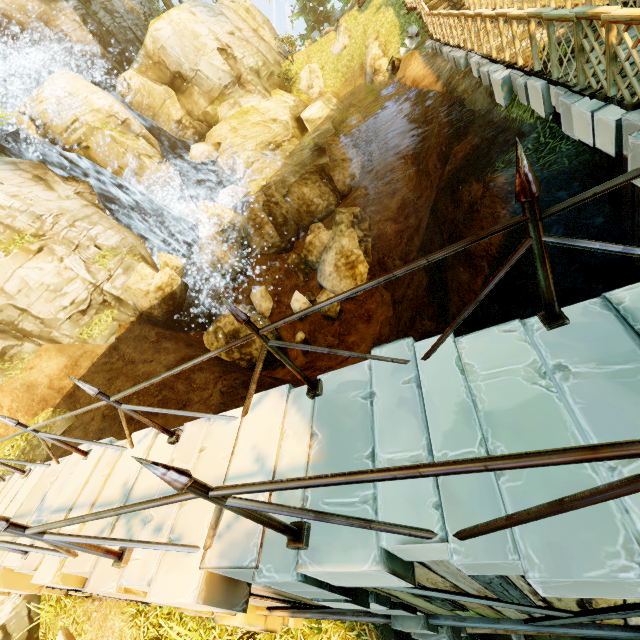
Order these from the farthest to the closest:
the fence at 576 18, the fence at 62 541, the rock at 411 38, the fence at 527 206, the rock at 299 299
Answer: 1. the rock at 299 299
2. the rock at 411 38
3. the fence at 576 18
4. the fence at 527 206
5. the fence at 62 541

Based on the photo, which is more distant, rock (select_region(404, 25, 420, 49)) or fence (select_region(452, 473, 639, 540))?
rock (select_region(404, 25, 420, 49))

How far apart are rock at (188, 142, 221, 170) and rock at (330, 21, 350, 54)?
10.77m

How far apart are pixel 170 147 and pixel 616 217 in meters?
23.9 m

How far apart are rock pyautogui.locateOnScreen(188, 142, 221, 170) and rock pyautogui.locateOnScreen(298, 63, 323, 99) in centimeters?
806cm

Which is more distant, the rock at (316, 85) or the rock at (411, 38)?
the rock at (316, 85)

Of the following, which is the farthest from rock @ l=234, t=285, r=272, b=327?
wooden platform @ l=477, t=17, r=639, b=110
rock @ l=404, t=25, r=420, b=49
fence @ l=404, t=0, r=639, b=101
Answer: wooden platform @ l=477, t=17, r=639, b=110

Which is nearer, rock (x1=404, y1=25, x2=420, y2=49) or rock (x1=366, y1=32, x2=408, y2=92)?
rock (x1=404, y1=25, x2=420, y2=49)
